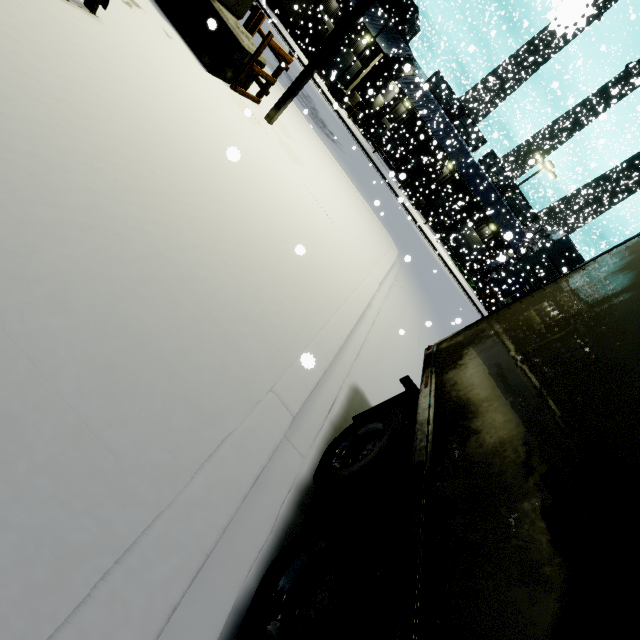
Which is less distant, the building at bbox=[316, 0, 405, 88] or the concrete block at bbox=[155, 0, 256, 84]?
the concrete block at bbox=[155, 0, 256, 84]

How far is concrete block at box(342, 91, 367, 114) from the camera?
31.2m

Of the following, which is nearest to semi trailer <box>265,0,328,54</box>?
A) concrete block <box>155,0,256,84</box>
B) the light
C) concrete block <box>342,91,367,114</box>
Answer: concrete block <box>342,91,367,114</box>

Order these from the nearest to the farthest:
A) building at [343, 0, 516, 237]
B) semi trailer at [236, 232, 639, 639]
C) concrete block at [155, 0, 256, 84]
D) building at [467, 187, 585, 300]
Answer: semi trailer at [236, 232, 639, 639], concrete block at [155, 0, 256, 84], building at [343, 0, 516, 237], building at [467, 187, 585, 300]

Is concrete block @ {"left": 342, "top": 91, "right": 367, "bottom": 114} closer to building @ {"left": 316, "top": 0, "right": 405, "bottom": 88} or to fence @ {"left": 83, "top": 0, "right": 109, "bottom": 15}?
building @ {"left": 316, "top": 0, "right": 405, "bottom": 88}

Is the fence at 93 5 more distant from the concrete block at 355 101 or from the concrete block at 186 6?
the concrete block at 355 101

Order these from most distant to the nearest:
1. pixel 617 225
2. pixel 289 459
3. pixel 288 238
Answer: pixel 617 225 → pixel 288 238 → pixel 289 459

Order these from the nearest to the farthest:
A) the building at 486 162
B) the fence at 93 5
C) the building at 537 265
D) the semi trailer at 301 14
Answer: the fence at 93 5 → the semi trailer at 301 14 → the building at 486 162 → the building at 537 265
